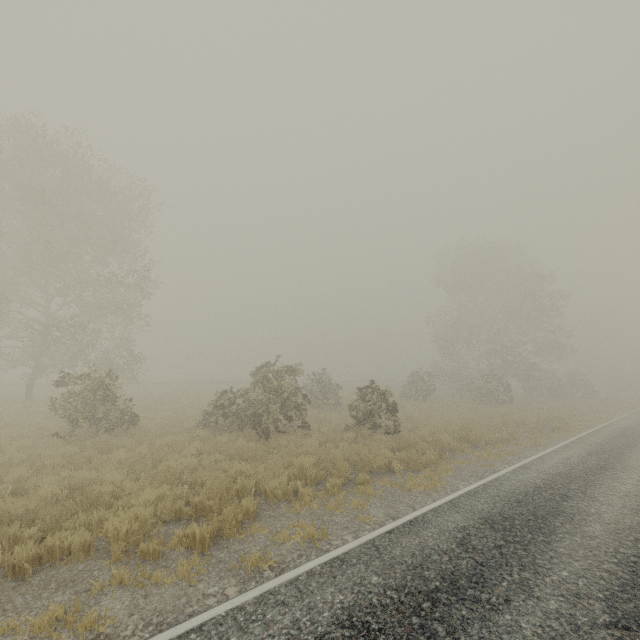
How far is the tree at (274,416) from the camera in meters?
13.8

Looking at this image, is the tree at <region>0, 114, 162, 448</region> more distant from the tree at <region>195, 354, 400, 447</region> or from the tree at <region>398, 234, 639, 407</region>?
the tree at <region>398, 234, 639, 407</region>

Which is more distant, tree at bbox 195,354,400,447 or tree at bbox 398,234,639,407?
tree at bbox 398,234,639,407

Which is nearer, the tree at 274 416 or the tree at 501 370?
the tree at 274 416

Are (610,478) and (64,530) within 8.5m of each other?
no

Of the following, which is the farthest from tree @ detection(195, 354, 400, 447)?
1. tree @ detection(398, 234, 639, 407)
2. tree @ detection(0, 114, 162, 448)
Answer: tree @ detection(398, 234, 639, 407)

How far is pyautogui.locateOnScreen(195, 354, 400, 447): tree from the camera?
13.8 meters
